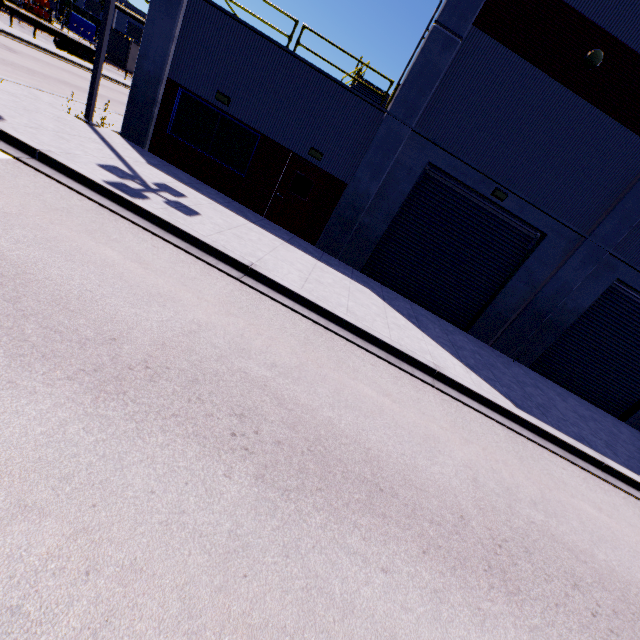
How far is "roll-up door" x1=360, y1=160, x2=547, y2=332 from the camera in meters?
11.4 m

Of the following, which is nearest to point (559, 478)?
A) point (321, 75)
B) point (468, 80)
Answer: point (468, 80)

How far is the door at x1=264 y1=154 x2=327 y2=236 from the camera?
11.4 meters

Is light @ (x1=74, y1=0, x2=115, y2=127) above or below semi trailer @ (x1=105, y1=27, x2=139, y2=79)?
above

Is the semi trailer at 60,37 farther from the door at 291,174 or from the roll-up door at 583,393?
the door at 291,174

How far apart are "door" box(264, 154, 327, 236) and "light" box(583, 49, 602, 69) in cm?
804

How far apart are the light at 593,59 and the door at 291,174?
8.0m

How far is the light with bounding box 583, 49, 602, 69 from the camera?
9.15m
